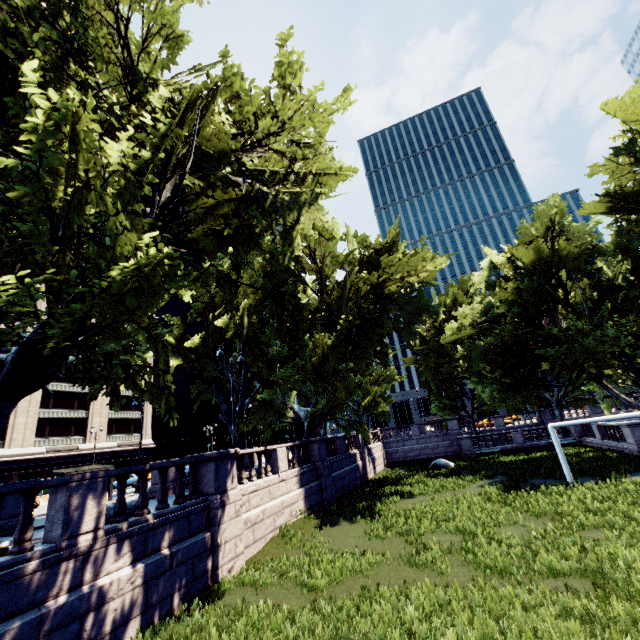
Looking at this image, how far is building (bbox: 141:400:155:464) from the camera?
56.8m

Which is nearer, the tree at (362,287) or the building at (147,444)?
the tree at (362,287)

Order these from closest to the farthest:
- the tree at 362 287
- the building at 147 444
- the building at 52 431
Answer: the tree at 362 287 < the building at 52 431 < the building at 147 444

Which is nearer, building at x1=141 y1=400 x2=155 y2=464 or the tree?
the tree

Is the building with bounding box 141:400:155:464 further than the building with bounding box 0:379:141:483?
Yes

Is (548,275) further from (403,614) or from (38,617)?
(38,617)

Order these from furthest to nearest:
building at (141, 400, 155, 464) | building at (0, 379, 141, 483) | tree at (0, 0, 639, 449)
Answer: building at (141, 400, 155, 464) < building at (0, 379, 141, 483) < tree at (0, 0, 639, 449)
